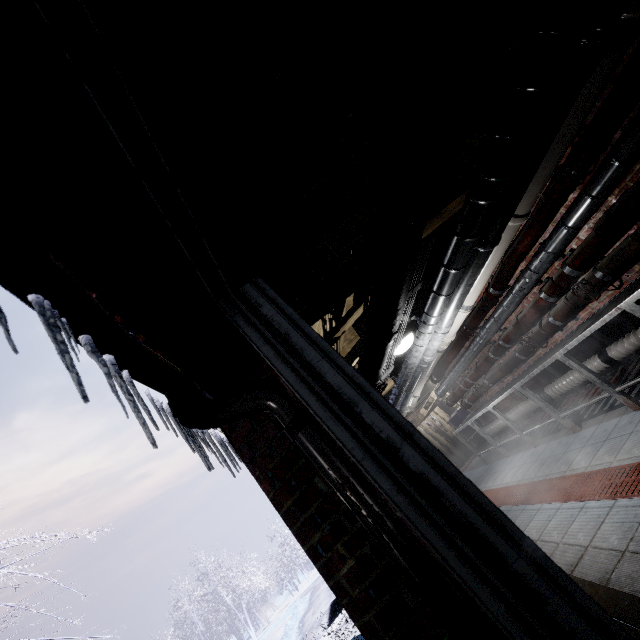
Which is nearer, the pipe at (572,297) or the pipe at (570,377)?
the pipe at (572,297)

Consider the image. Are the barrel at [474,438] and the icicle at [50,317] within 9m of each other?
no

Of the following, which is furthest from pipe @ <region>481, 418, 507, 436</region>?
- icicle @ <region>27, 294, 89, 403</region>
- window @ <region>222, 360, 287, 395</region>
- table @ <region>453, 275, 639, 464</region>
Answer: icicle @ <region>27, 294, 89, 403</region>

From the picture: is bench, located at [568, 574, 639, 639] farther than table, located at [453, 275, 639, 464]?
No

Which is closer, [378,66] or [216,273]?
[216,273]

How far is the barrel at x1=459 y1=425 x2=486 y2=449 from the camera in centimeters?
855cm

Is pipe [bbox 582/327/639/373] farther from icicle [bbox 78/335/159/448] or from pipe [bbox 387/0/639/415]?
icicle [bbox 78/335/159/448]

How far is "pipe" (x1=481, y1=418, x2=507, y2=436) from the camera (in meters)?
5.86
